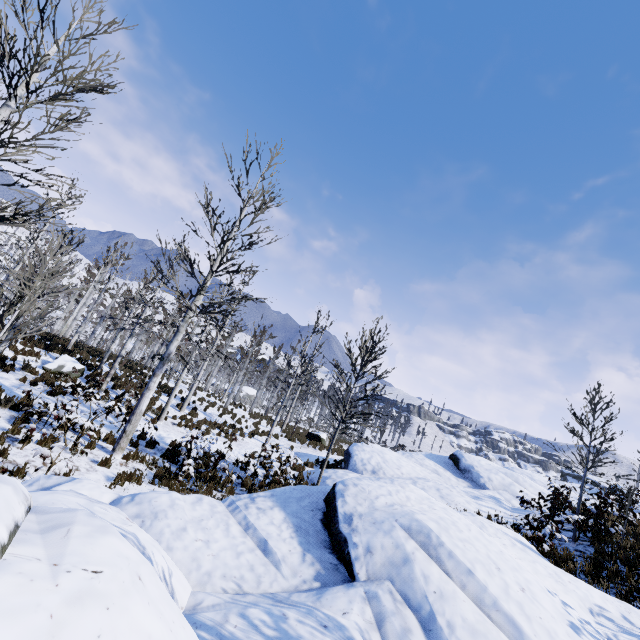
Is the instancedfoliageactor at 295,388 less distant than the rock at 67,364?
Yes

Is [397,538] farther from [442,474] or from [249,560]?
[442,474]

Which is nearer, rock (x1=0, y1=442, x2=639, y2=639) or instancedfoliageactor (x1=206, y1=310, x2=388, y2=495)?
rock (x1=0, y1=442, x2=639, y2=639)

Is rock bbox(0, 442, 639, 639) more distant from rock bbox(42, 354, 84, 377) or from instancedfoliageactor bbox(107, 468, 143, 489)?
rock bbox(42, 354, 84, 377)

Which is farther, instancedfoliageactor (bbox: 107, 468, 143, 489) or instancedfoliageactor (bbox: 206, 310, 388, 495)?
instancedfoliageactor (bbox: 206, 310, 388, 495)

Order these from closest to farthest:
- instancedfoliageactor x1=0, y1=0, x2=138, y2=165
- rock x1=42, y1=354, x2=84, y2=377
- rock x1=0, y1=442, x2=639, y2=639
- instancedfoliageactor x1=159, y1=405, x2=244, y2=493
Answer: rock x1=0, y1=442, x2=639, y2=639 → instancedfoliageactor x1=0, y1=0, x2=138, y2=165 → instancedfoliageactor x1=159, y1=405, x2=244, y2=493 → rock x1=42, y1=354, x2=84, y2=377

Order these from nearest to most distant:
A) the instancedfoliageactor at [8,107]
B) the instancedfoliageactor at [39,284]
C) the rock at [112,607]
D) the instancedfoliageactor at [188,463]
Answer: the rock at [112,607], the instancedfoliageactor at [8,107], the instancedfoliageactor at [39,284], the instancedfoliageactor at [188,463]

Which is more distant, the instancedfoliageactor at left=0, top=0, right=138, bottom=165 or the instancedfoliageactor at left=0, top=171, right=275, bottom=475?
the instancedfoliageactor at left=0, top=171, right=275, bottom=475
